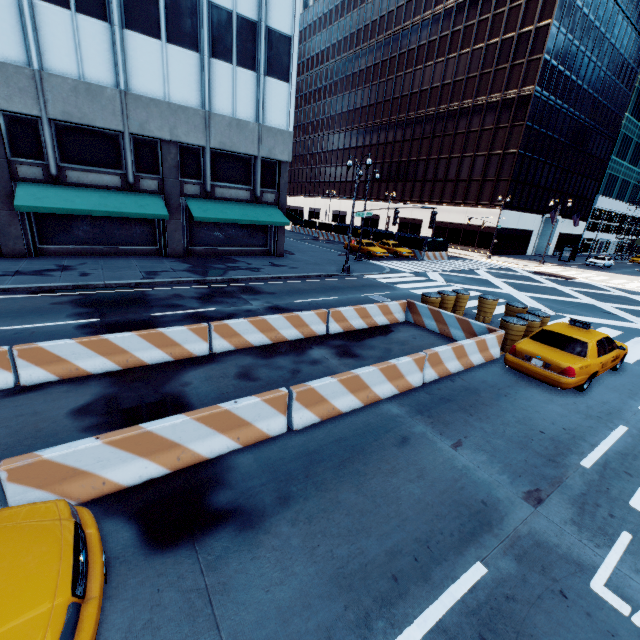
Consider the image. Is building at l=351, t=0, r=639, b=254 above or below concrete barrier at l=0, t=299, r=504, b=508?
above

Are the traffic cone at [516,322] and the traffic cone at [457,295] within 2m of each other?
no

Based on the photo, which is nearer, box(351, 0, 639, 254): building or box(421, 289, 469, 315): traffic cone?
box(421, 289, 469, 315): traffic cone

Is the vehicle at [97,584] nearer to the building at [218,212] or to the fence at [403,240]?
the building at [218,212]

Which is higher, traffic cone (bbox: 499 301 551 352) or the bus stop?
the bus stop

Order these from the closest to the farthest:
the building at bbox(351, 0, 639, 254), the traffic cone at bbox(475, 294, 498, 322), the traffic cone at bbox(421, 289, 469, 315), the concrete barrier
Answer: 1. the concrete barrier
2. the traffic cone at bbox(421, 289, 469, 315)
3. the traffic cone at bbox(475, 294, 498, 322)
4. the building at bbox(351, 0, 639, 254)

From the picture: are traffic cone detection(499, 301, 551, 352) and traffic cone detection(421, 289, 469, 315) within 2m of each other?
no

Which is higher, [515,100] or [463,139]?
[515,100]
